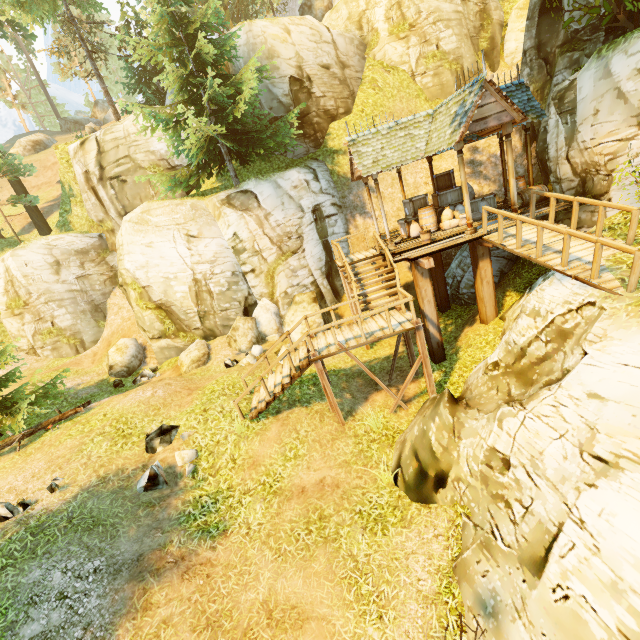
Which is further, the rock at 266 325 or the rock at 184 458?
the rock at 266 325

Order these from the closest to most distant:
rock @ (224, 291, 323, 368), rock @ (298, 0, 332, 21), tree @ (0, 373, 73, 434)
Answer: tree @ (0, 373, 73, 434) < rock @ (224, 291, 323, 368) < rock @ (298, 0, 332, 21)

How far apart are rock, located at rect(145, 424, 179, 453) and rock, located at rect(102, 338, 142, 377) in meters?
8.0

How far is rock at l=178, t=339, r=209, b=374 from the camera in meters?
14.7 m

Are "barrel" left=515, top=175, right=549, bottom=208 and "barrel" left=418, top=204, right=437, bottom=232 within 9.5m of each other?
yes

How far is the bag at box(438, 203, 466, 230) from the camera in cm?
1287

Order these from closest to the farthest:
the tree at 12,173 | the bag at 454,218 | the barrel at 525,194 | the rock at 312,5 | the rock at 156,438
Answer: the rock at 156,438 → the barrel at 525,194 → the bag at 454,218 → the tree at 12,173 → the rock at 312,5

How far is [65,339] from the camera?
19.1m
